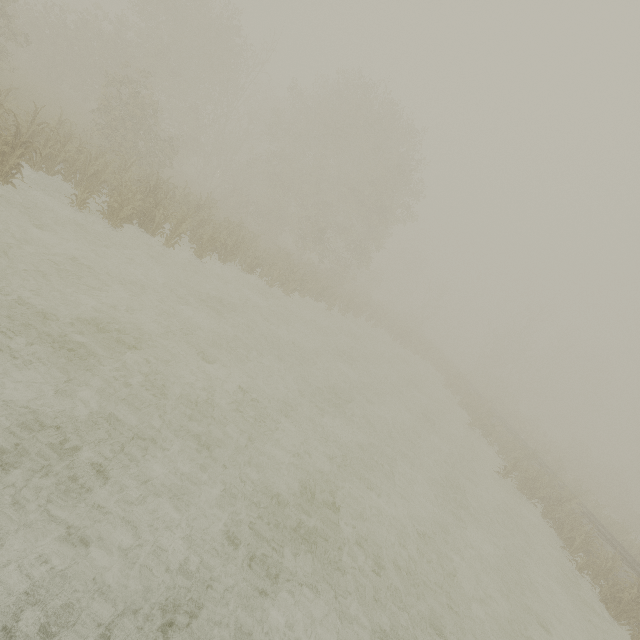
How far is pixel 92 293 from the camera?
7.7 meters
